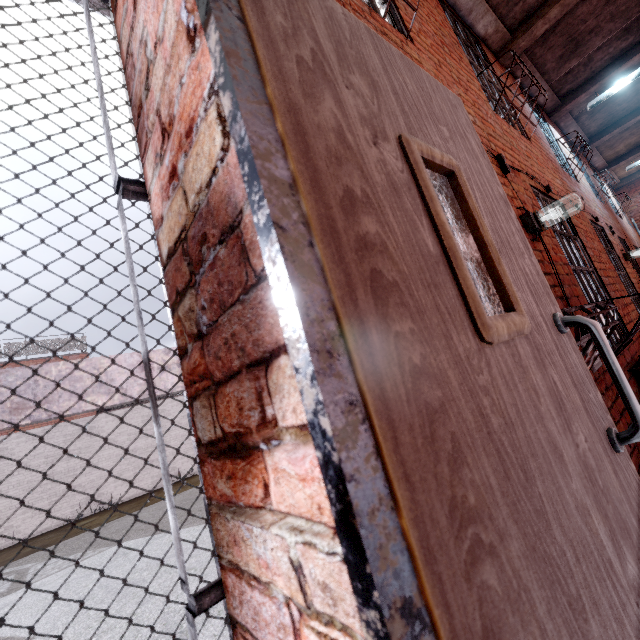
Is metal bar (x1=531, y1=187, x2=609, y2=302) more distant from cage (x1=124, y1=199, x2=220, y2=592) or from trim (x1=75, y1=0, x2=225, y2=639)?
cage (x1=124, y1=199, x2=220, y2=592)

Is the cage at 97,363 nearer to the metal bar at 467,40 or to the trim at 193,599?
the trim at 193,599

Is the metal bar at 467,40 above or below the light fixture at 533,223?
above

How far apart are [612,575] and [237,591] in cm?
73

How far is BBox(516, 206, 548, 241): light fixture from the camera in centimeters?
270cm

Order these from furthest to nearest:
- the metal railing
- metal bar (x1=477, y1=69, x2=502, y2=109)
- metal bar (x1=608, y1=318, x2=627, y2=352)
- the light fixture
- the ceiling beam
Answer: the metal railing, the ceiling beam, metal bar (x1=477, y1=69, x2=502, y2=109), metal bar (x1=608, y1=318, x2=627, y2=352), the light fixture

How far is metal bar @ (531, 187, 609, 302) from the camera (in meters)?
3.58

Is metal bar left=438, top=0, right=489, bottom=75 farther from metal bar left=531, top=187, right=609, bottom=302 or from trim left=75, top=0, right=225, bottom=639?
metal bar left=531, top=187, right=609, bottom=302
